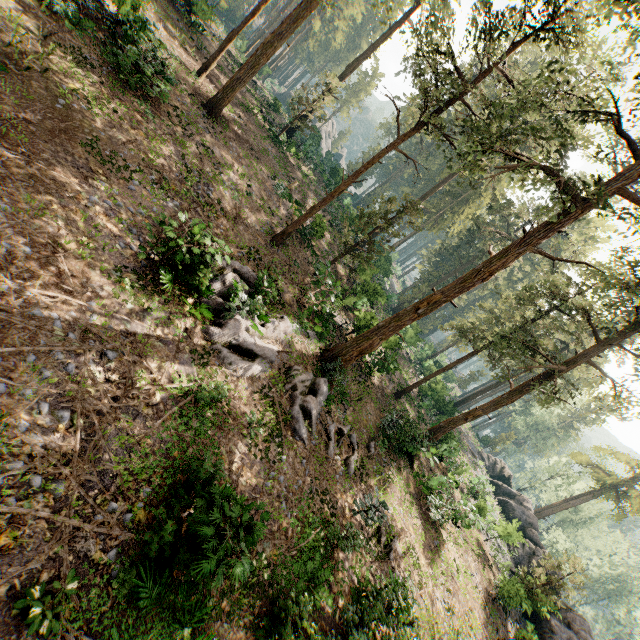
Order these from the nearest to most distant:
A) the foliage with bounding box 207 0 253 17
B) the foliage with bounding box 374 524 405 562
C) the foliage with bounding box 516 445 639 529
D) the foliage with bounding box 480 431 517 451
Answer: the foliage with bounding box 374 524 405 562
the foliage with bounding box 207 0 253 17
the foliage with bounding box 516 445 639 529
the foliage with bounding box 480 431 517 451

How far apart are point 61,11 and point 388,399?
27.88m

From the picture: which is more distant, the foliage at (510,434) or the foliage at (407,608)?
the foliage at (510,434)

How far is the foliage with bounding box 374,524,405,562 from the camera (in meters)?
14.27

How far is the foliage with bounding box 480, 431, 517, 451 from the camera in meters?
57.2 m

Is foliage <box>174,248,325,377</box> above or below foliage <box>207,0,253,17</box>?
below

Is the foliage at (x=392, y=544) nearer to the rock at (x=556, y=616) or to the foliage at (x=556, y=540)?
the foliage at (x=556, y=540)
